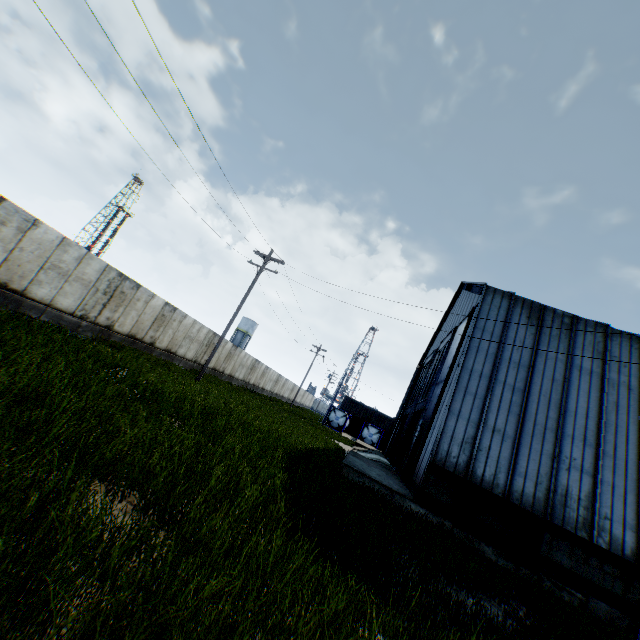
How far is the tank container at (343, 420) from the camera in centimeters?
4553cm

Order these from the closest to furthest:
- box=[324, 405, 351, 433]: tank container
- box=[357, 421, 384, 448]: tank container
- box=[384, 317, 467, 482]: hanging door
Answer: box=[384, 317, 467, 482]: hanging door, box=[357, 421, 384, 448]: tank container, box=[324, 405, 351, 433]: tank container

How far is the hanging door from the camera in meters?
19.3 m

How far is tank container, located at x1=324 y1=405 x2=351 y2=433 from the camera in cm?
4553

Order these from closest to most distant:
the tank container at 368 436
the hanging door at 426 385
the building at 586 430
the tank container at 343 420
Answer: the building at 586 430
the hanging door at 426 385
the tank container at 368 436
the tank container at 343 420

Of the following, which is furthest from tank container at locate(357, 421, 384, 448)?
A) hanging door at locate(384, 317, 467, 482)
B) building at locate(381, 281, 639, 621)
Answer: hanging door at locate(384, 317, 467, 482)

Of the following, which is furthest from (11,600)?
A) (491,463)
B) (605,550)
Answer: (605,550)
